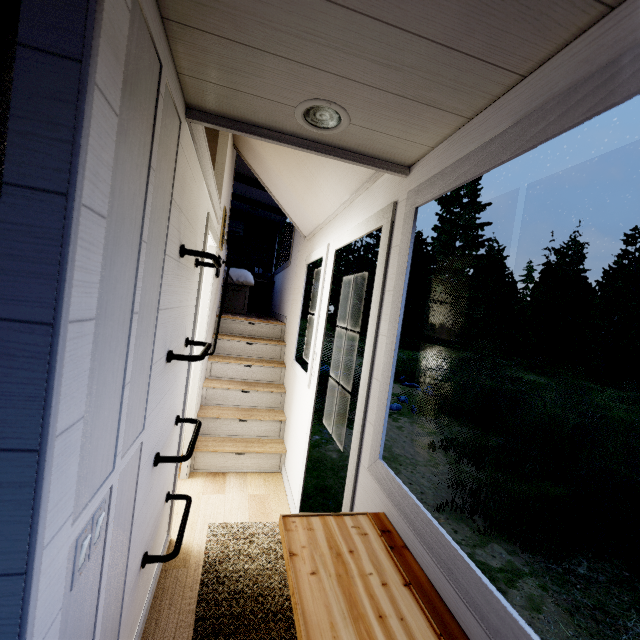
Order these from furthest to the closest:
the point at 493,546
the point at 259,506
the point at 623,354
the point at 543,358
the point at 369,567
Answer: the point at 623,354, the point at 543,358, the point at 493,546, the point at 259,506, the point at 369,567

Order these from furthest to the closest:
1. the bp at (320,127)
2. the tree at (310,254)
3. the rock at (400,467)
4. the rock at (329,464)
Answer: the rock at (329,464)
the rock at (400,467)
the bp at (320,127)
the tree at (310,254)

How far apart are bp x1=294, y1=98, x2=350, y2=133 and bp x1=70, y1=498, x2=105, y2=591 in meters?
1.4

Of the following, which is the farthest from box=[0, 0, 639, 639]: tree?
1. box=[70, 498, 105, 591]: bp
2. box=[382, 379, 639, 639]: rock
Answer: box=[382, 379, 639, 639]: rock

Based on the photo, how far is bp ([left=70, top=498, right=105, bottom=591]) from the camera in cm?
78

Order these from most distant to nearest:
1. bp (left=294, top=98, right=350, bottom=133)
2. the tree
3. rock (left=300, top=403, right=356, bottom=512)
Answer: rock (left=300, top=403, right=356, bottom=512), bp (left=294, top=98, right=350, bottom=133), the tree

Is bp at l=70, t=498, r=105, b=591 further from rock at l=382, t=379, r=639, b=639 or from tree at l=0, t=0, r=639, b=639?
rock at l=382, t=379, r=639, b=639

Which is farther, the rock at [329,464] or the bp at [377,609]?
the rock at [329,464]
